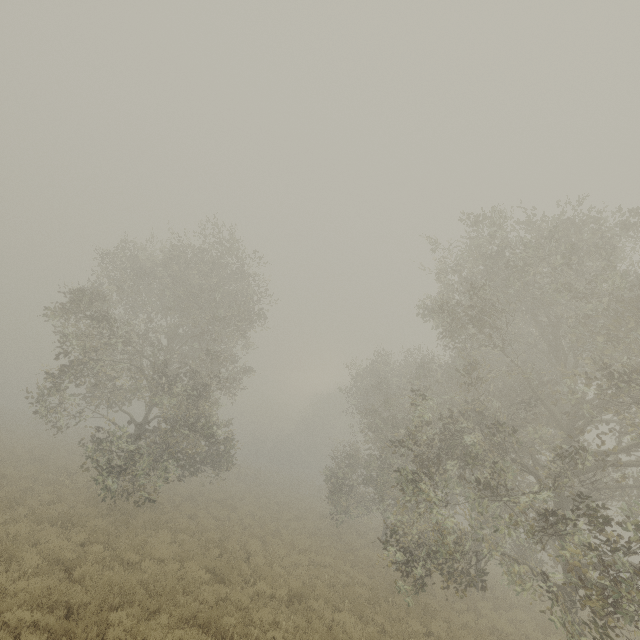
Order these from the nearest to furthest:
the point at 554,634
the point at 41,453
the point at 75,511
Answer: the point at 554,634 → the point at 75,511 → the point at 41,453
